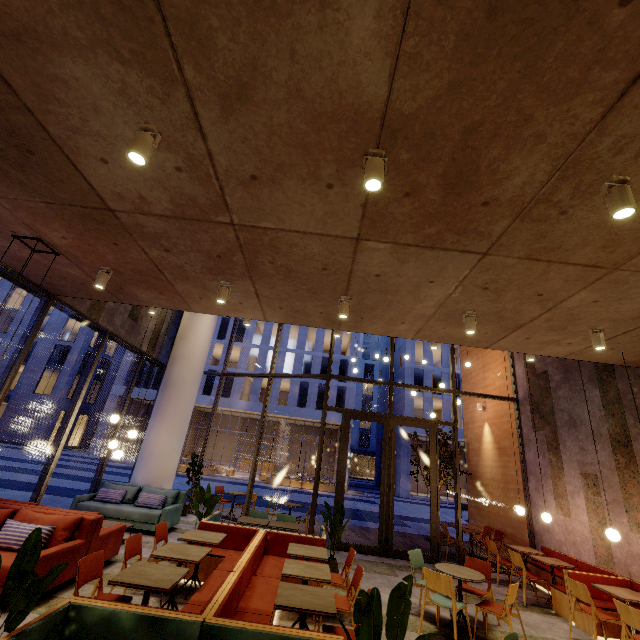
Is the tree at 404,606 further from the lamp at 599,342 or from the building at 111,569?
the lamp at 599,342

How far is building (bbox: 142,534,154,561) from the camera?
6.2 meters

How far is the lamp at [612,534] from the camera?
5.50m

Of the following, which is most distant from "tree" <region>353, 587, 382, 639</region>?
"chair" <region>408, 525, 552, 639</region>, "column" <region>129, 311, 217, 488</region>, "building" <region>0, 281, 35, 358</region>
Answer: "building" <region>0, 281, 35, 358</region>

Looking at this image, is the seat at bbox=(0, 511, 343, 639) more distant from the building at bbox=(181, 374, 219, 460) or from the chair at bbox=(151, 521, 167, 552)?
the building at bbox=(181, 374, 219, 460)

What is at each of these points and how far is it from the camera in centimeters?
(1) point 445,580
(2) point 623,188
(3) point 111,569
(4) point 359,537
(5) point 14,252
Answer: (1) chair, 464cm
(2) lamp, 256cm
(3) building, 547cm
(4) building, 1023cm
(5) building, 518cm

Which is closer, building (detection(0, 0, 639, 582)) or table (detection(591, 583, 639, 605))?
building (detection(0, 0, 639, 582))

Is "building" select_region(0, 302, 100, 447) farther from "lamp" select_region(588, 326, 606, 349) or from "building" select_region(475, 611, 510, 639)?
"lamp" select_region(588, 326, 606, 349)
